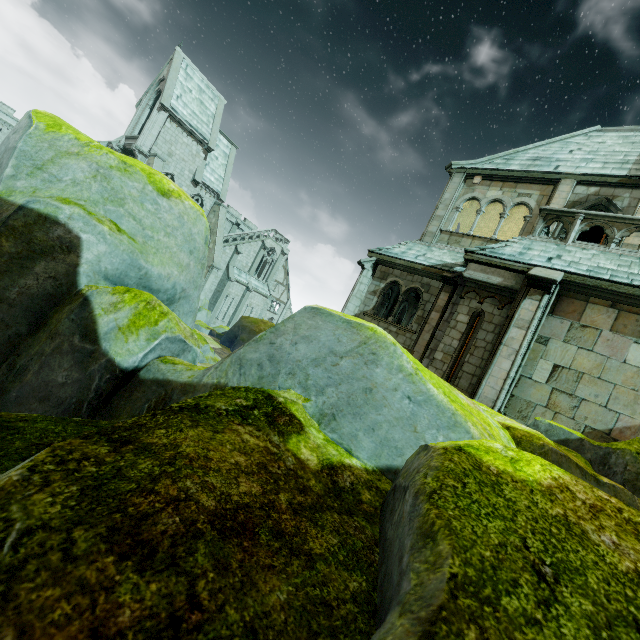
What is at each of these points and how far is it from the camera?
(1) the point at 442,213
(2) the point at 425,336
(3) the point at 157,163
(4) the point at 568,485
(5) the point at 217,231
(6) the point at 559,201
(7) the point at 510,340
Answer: (1) stone column, 15.09m
(2) stone column, 12.66m
(3) buttress, 26.22m
(4) rock, 1.11m
(5) buttress, 30.75m
(6) stone column, 12.60m
(7) stone column, 8.70m

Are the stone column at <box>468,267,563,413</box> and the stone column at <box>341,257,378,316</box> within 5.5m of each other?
no

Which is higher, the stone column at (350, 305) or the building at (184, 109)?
the building at (184, 109)

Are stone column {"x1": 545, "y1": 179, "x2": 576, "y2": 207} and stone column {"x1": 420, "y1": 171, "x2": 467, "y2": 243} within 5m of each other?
yes

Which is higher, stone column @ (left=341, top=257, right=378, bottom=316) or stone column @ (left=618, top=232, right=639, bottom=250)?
stone column @ (left=618, top=232, right=639, bottom=250)

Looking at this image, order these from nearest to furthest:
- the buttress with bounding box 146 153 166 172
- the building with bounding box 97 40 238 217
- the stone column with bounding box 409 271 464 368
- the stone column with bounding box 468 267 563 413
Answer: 1. the stone column with bounding box 468 267 563 413
2. the stone column with bounding box 409 271 464 368
3. the buttress with bounding box 146 153 166 172
4. the building with bounding box 97 40 238 217

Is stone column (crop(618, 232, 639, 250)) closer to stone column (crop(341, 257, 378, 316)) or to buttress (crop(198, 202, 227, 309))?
stone column (crop(341, 257, 378, 316))

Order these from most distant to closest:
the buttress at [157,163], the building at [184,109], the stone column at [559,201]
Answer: the building at [184,109] → the buttress at [157,163] → the stone column at [559,201]
